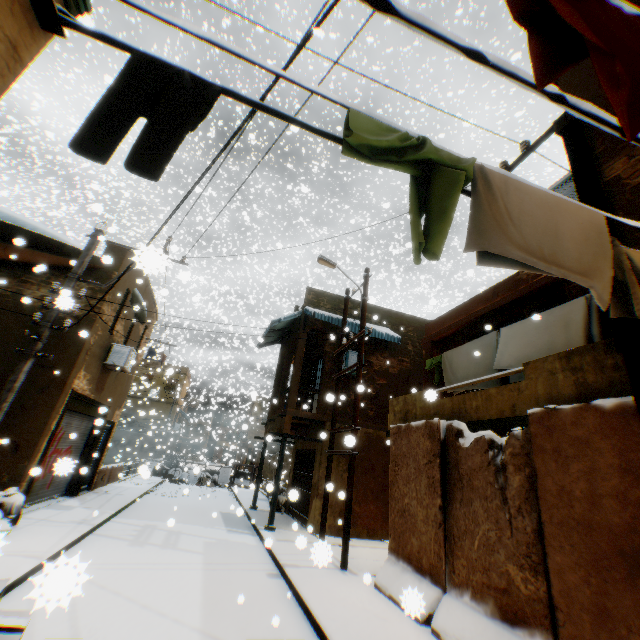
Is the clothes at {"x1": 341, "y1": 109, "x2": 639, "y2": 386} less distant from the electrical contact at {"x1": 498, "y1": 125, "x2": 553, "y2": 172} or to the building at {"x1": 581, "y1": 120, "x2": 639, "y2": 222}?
the building at {"x1": 581, "y1": 120, "x2": 639, "y2": 222}

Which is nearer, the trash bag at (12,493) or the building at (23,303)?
the trash bag at (12,493)

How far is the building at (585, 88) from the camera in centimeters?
402cm

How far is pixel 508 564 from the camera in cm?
469

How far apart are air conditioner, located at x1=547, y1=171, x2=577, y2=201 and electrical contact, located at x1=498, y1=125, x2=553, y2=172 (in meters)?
0.97

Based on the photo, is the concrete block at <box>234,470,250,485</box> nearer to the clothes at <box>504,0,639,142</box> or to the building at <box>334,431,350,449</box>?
the building at <box>334,431,350,449</box>

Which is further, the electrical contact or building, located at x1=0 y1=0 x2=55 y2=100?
the electrical contact

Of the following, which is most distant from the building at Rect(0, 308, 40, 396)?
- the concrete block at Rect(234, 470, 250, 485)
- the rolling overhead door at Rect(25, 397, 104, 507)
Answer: the concrete block at Rect(234, 470, 250, 485)
